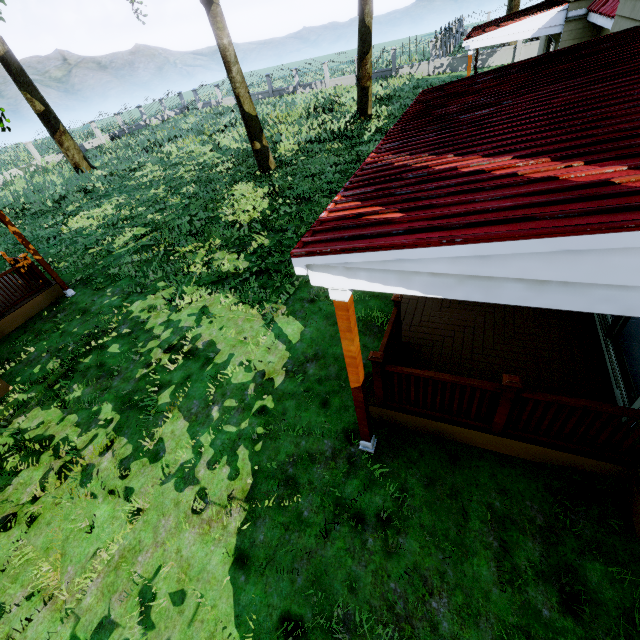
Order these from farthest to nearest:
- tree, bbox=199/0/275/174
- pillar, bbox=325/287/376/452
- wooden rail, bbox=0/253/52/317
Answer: tree, bbox=199/0/275/174, wooden rail, bbox=0/253/52/317, pillar, bbox=325/287/376/452

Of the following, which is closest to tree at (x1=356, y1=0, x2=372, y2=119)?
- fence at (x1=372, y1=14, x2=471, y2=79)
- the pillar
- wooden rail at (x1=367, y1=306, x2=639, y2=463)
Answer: fence at (x1=372, y1=14, x2=471, y2=79)

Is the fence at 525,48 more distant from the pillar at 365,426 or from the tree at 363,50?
the pillar at 365,426

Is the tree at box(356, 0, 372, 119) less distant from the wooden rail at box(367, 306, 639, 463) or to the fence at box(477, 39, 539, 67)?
the fence at box(477, 39, 539, 67)

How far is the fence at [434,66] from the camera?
26.5m

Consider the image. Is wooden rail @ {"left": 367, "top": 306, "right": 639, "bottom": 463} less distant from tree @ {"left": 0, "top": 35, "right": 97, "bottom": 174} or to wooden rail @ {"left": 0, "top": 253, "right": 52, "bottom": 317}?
tree @ {"left": 0, "top": 35, "right": 97, "bottom": 174}

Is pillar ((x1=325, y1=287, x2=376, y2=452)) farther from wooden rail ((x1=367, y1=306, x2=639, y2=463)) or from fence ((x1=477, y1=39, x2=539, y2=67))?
fence ((x1=477, y1=39, x2=539, y2=67))

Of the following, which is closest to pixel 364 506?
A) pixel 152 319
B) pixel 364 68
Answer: pixel 152 319
